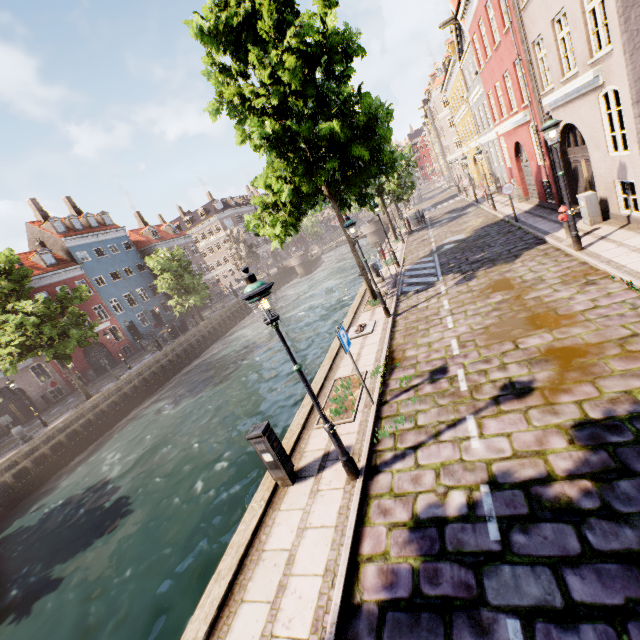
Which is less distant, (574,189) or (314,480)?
(314,480)

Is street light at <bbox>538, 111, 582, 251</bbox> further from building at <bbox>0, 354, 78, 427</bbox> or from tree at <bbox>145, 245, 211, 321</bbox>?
building at <bbox>0, 354, 78, 427</bbox>

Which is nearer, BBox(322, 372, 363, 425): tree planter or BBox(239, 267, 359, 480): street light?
BBox(239, 267, 359, 480): street light

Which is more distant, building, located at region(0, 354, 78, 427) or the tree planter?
building, located at region(0, 354, 78, 427)

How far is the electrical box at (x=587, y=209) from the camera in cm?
1059

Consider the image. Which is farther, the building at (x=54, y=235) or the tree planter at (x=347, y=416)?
the building at (x=54, y=235)

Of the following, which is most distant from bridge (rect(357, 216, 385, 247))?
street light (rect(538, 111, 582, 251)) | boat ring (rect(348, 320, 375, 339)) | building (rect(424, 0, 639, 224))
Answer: street light (rect(538, 111, 582, 251))

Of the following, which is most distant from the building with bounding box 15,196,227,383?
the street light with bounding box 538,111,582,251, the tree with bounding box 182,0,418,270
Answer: the street light with bounding box 538,111,582,251
